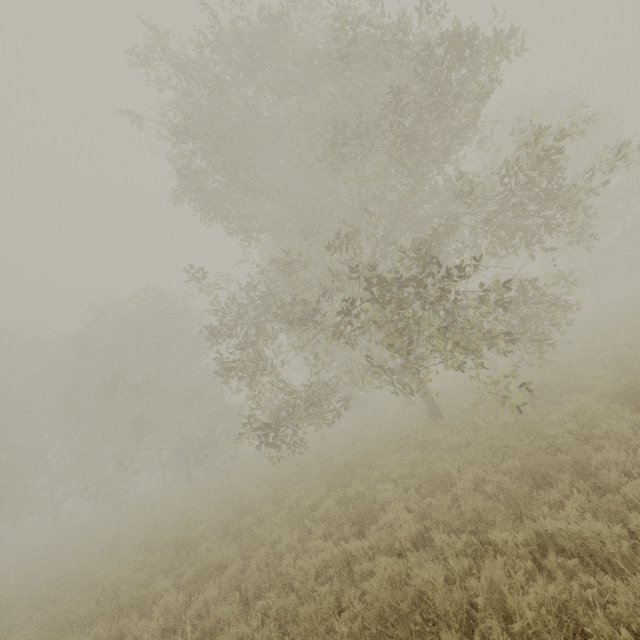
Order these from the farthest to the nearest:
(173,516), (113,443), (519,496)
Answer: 1. (113,443)
2. (173,516)
3. (519,496)
